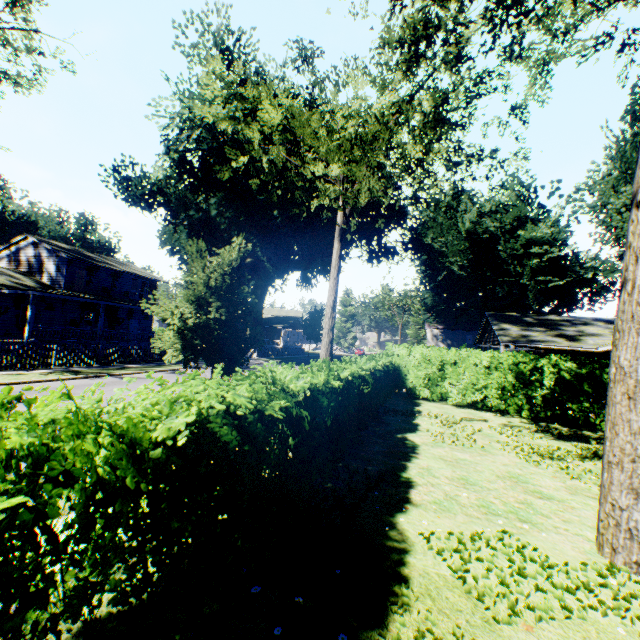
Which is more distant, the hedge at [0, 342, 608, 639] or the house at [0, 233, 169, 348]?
the house at [0, 233, 169, 348]

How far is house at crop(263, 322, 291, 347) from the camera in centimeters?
5764cm

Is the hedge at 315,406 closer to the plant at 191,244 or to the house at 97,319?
the plant at 191,244

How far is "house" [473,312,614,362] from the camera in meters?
17.6 m

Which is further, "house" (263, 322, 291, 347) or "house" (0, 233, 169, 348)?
"house" (263, 322, 291, 347)

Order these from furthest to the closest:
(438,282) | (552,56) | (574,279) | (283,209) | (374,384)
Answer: (438,282) < (574,279) < (283,209) < (552,56) < (374,384)

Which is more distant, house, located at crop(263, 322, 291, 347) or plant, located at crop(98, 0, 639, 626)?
house, located at crop(263, 322, 291, 347)

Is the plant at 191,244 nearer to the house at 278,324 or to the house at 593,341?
the house at 278,324
